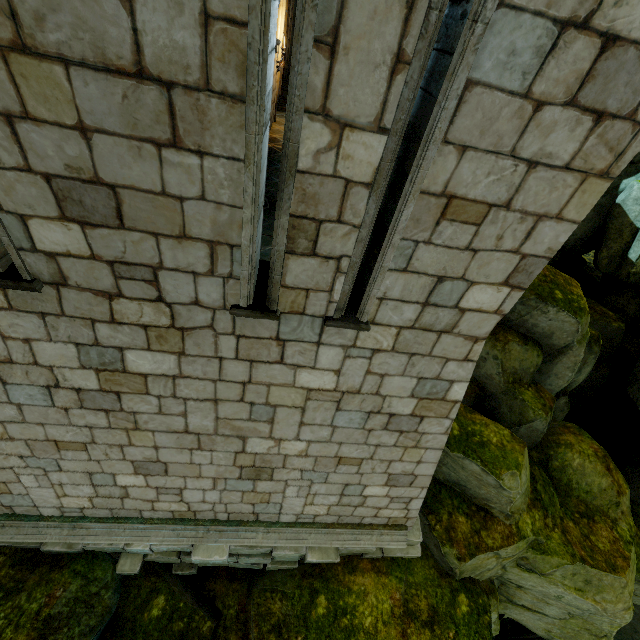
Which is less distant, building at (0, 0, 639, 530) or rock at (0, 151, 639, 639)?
building at (0, 0, 639, 530)

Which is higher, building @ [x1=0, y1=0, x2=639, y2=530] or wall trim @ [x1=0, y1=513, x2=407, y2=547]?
building @ [x1=0, y1=0, x2=639, y2=530]

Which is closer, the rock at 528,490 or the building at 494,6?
the building at 494,6

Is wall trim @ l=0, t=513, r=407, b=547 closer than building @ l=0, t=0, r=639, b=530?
No

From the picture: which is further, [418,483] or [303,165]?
[418,483]

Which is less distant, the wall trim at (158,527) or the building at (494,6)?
the building at (494,6)
